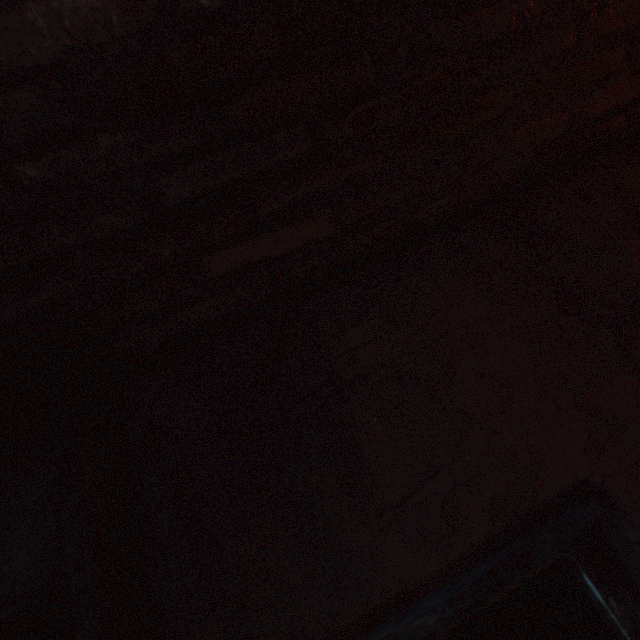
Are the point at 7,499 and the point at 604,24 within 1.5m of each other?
no
